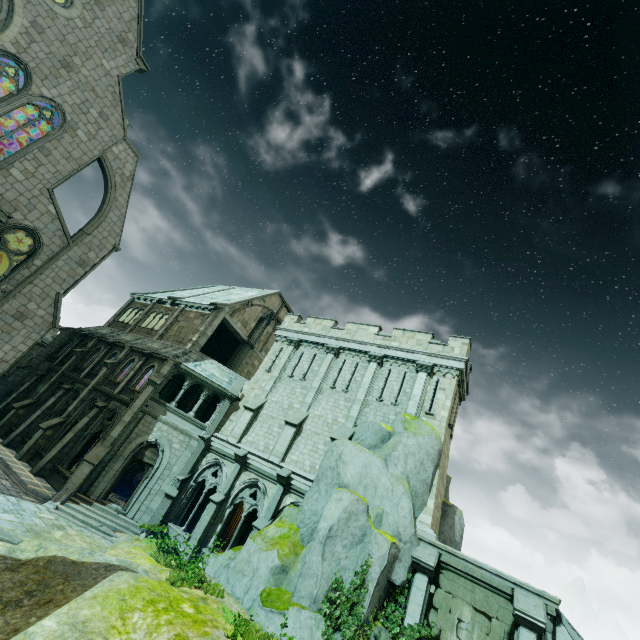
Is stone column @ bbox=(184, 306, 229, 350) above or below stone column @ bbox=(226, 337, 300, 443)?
above

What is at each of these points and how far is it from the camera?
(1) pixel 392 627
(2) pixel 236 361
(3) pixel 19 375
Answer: (1) plant, 11.7 meters
(2) stone column, 27.2 meters
(3) stone column, 26.7 meters

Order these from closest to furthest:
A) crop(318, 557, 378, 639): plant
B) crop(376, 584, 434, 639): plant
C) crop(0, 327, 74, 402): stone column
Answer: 1. crop(318, 557, 378, 639): plant
2. crop(376, 584, 434, 639): plant
3. crop(0, 327, 74, 402): stone column

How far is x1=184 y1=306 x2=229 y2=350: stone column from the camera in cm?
2399

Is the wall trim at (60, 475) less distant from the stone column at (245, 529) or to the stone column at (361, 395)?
the stone column at (245, 529)

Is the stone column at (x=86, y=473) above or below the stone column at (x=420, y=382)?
below

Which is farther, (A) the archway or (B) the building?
(A) the archway

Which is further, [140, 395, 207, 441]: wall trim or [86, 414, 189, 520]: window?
[140, 395, 207, 441]: wall trim
